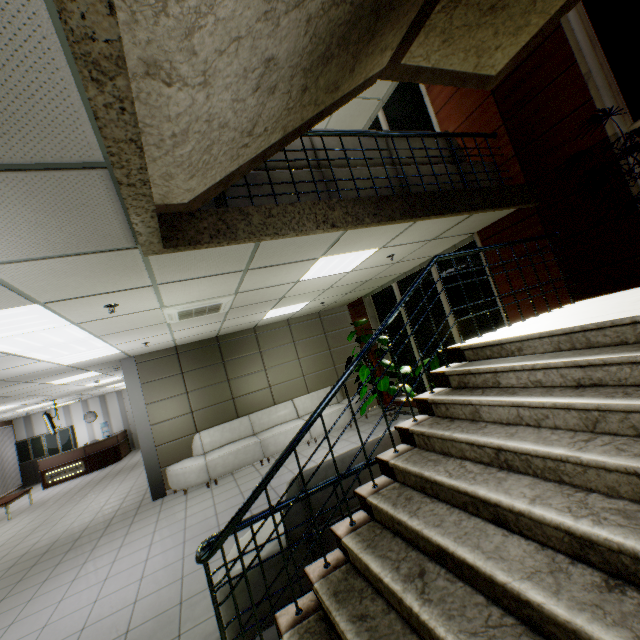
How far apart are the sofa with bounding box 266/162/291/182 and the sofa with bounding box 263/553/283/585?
2.4m

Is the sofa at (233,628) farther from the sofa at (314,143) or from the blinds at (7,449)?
the blinds at (7,449)

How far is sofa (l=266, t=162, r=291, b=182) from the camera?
3.4 meters

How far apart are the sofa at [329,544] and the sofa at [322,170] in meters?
2.4

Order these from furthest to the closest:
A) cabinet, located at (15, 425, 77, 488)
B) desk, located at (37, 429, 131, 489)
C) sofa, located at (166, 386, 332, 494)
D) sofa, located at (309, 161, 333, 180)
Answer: cabinet, located at (15, 425, 77, 488) → desk, located at (37, 429, 131, 489) → sofa, located at (166, 386, 332, 494) → sofa, located at (309, 161, 333, 180)

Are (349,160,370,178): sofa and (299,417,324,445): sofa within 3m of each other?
no

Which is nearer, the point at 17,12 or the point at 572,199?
the point at 17,12

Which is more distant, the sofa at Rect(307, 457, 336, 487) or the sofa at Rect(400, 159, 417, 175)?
the sofa at Rect(400, 159, 417, 175)
